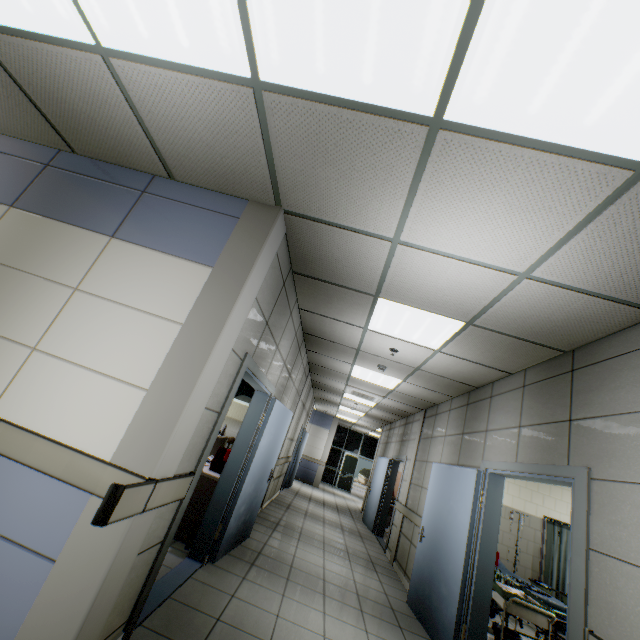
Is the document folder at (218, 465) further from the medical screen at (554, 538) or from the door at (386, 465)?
the medical screen at (554, 538)

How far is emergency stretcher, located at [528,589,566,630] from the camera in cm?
432

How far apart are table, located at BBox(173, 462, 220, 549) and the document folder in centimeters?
2cm

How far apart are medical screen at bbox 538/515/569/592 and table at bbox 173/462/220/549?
5.92m

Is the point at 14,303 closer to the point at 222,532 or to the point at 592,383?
the point at 222,532

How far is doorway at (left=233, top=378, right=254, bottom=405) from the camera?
7.9m

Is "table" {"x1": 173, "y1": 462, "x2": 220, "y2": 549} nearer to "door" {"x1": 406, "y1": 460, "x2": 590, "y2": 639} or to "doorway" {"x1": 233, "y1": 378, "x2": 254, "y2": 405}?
"doorway" {"x1": 233, "y1": 378, "x2": 254, "y2": 405}

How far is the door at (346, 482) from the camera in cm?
1769
